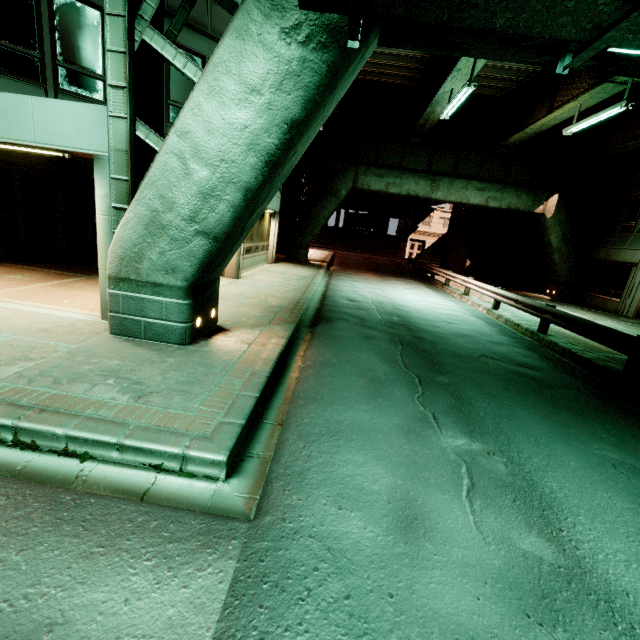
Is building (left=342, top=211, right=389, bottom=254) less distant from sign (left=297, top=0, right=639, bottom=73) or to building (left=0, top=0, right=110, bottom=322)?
building (left=0, top=0, right=110, bottom=322)

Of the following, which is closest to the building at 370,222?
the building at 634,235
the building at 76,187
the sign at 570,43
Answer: the building at 634,235

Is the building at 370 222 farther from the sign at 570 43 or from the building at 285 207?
the sign at 570 43

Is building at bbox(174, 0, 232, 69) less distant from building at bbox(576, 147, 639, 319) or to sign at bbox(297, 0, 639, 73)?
sign at bbox(297, 0, 639, 73)

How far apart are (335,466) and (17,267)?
11.5m

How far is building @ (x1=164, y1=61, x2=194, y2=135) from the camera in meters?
9.6
